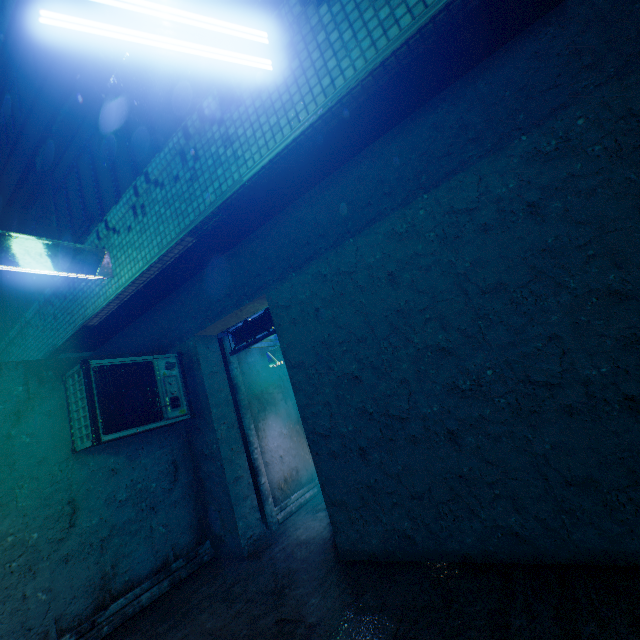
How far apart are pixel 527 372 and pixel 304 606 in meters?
2.7

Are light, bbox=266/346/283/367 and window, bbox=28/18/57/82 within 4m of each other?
no

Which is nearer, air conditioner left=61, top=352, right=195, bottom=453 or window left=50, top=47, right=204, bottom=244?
window left=50, top=47, right=204, bottom=244

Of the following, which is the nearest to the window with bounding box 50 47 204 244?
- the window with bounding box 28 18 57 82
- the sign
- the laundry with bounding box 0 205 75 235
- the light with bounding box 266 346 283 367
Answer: the laundry with bounding box 0 205 75 235

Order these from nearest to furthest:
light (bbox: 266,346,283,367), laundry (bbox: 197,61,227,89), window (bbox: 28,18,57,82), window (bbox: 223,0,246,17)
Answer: laundry (bbox: 197,61,227,89) < window (bbox: 223,0,246,17) < window (bbox: 28,18,57,82) < light (bbox: 266,346,283,367)

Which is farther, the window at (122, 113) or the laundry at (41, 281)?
the laundry at (41, 281)

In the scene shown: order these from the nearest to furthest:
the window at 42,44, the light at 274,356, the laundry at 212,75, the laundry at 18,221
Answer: the laundry at 212,75 → the laundry at 18,221 → the window at 42,44 → the light at 274,356

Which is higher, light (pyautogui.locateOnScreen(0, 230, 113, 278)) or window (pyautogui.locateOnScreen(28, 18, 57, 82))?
window (pyautogui.locateOnScreen(28, 18, 57, 82))
